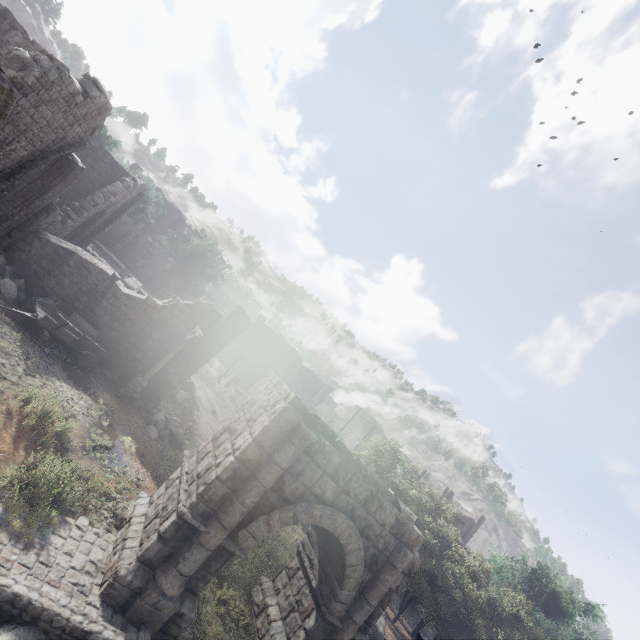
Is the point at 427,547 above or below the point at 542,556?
below

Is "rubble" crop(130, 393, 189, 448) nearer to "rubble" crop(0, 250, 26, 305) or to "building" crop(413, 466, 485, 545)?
"building" crop(413, 466, 485, 545)

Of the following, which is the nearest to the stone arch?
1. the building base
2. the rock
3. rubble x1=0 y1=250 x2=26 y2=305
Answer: the building base

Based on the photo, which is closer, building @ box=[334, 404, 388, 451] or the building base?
the building base

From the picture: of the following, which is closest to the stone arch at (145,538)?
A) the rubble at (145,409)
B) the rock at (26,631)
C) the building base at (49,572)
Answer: the building base at (49,572)

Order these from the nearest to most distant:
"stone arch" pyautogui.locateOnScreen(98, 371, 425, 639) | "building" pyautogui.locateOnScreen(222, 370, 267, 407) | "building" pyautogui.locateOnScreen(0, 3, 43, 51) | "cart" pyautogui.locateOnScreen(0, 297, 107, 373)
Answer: "stone arch" pyautogui.locateOnScreen(98, 371, 425, 639) → "cart" pyautogui.locateOnScreen(0, 297, 107, 373) → "building" pyautogui.locateOnScreen(0, 3, 43, 51) → "building" pyautogui.locateOnScreen(222, 370, 267, 407)

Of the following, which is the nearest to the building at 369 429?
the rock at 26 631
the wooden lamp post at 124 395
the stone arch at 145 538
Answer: the stone arch at 145 538
